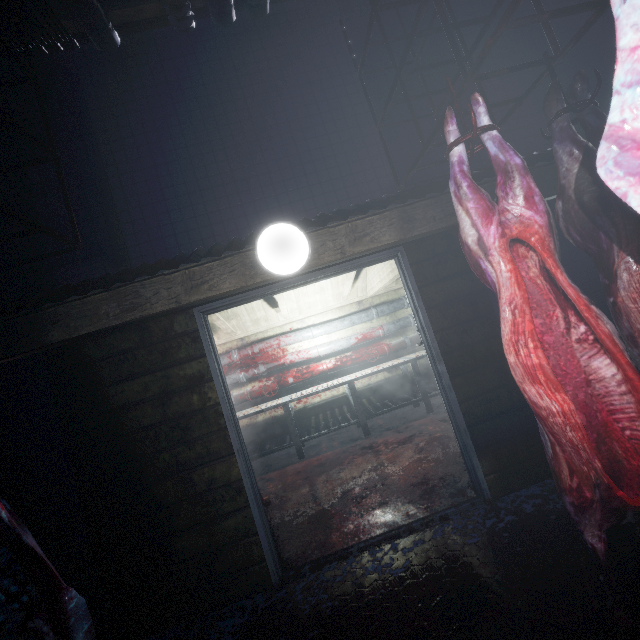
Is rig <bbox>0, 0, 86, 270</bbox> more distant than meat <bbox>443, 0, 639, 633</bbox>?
Yes

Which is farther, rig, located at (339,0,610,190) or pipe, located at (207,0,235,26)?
pipe, located at (207,0,235,26)

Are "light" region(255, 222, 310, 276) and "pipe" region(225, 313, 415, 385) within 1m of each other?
no

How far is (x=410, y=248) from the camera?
2.5m

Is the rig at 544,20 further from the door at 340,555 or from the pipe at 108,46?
the pipe at 108,46

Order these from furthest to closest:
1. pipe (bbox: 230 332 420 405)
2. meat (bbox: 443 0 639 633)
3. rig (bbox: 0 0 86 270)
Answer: pipe (bbox: 230 332 420 405) → rig (bbox: 0 0 86 270) → meat (bbox: 443 0 639 633)

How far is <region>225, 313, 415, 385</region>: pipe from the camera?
5.2 meters

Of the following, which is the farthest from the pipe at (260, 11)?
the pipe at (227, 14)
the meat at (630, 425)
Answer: the meat at (630, 425)
